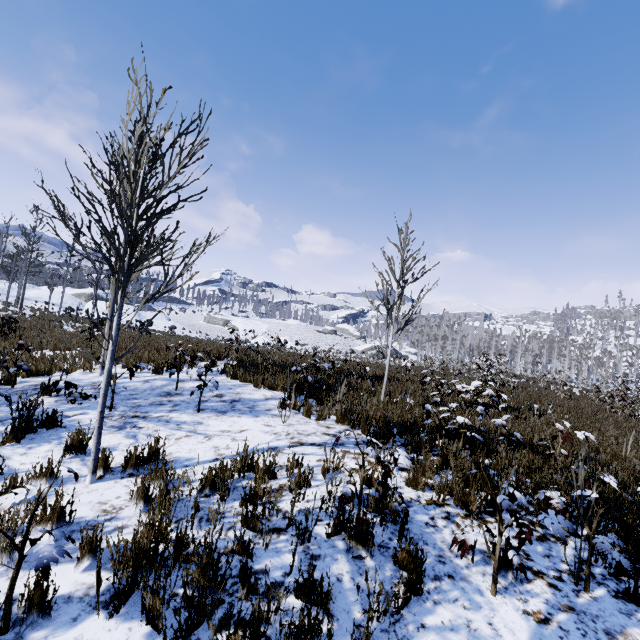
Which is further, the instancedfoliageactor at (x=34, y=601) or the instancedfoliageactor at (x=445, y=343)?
the instancedfoliageactor at (x=445, y=343)

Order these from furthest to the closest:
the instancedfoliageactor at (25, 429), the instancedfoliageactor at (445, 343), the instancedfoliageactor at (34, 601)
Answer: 1. the instancedfoliageactor at (445, 343)
2. the instancedfoliageactor at (25, 429)
3. the instancedfoliageactor at (34, 601)

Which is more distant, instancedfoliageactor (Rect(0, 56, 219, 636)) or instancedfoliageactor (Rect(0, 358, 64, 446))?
instancedfoliageactor (Rect(0, 358, 64, 446))

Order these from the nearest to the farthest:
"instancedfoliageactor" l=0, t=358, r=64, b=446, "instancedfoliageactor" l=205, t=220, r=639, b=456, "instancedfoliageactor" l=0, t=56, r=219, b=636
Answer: "instancedfoliageactor" l=0, t=56, r=219, b=636 < "instancedfoliageactor" l=0, t=358, r=64, b=446 < "instancedfoliageactor" l=205, t=220, r=639, b=456

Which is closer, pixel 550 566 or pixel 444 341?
pixel 550 566

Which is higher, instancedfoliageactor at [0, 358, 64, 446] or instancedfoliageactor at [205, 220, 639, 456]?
instancedfoliageactor at [205, 220, 639, 456]
